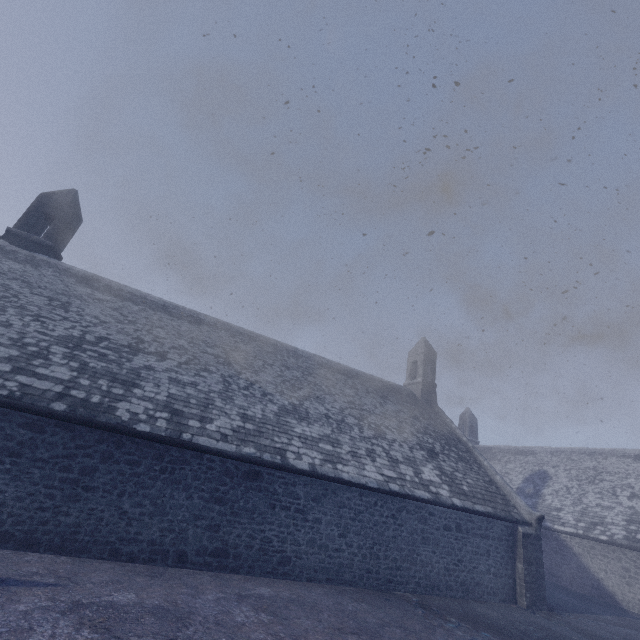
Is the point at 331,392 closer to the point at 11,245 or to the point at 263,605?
the point at 263,605
